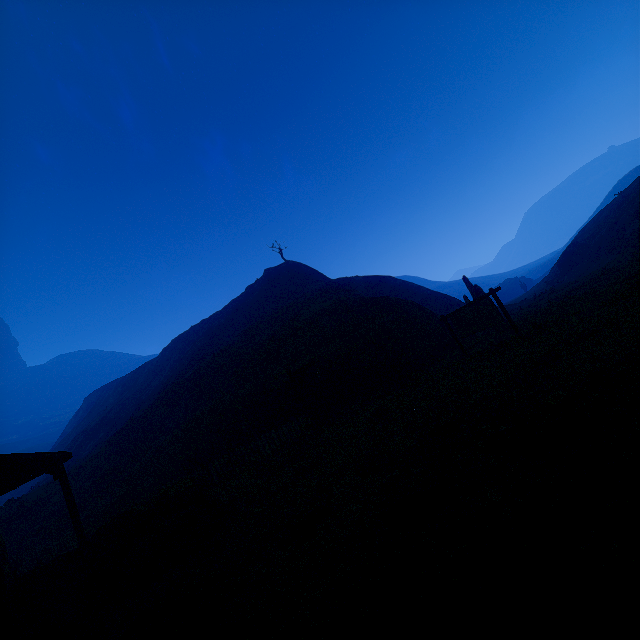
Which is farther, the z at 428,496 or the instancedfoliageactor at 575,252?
the instancedfoliageactor at 575,252

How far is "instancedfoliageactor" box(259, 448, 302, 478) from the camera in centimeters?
1074cm

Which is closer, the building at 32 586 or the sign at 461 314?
the building at 32 586

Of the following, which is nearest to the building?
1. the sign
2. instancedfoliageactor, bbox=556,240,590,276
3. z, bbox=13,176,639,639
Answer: z, bbox=13,176,639,639

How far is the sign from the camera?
12.4m

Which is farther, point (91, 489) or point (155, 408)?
point (155, 408)

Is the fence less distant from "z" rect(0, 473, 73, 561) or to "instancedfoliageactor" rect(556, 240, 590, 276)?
"z" rect(0, 473, 73, 561)

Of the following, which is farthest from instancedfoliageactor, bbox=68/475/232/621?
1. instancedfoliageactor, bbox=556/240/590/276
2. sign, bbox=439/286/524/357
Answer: instancedfoliageactor, bbox=556/240/590/276
